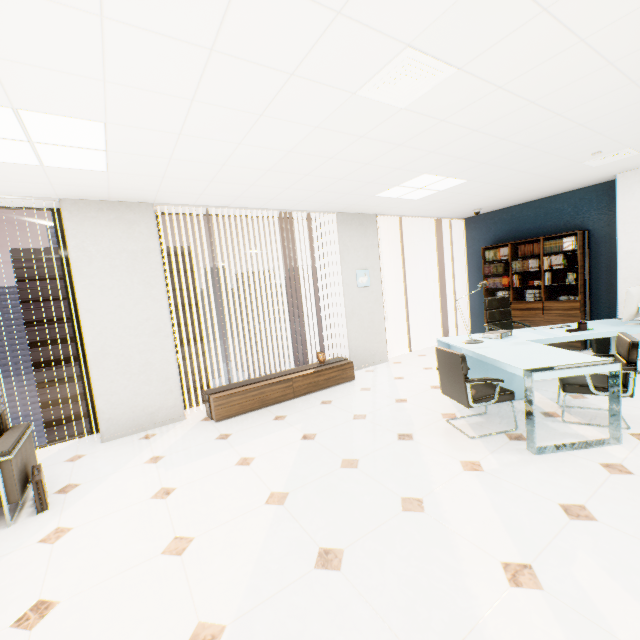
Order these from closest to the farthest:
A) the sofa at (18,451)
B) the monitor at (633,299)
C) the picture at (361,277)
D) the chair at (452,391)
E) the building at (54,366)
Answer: the sofa at (18,451) → the chair at (452,391) → the monitor at (633,299) → the picture at (361,277) → the building at (54,366)

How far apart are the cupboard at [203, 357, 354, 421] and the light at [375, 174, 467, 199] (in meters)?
2.73

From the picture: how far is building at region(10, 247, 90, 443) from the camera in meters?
46.2

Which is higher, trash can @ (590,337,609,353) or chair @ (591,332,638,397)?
chair @ (591,332,638,397)

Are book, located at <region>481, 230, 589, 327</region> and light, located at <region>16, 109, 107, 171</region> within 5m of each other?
no

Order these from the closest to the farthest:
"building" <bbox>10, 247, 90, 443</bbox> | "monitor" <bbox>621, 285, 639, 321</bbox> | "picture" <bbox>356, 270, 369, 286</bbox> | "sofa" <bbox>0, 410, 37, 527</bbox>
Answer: "sofa" <bbox>0, 410, 37, 527</bbox>, "monitor" <bbox>621, 285, 639, 321</bbox>, "picture" <bbox>356, 270, 369, 286</bbox>, "building" <bbox>10, 247, 90, 443</bbox>

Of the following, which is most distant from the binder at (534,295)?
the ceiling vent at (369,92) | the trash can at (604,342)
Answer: the ceiling vent at (369,92)

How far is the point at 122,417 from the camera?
4.1 meters
